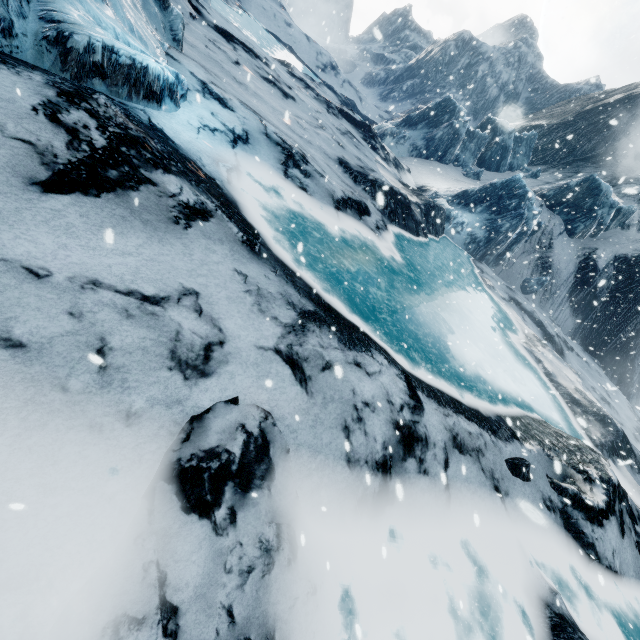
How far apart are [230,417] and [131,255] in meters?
2.1
